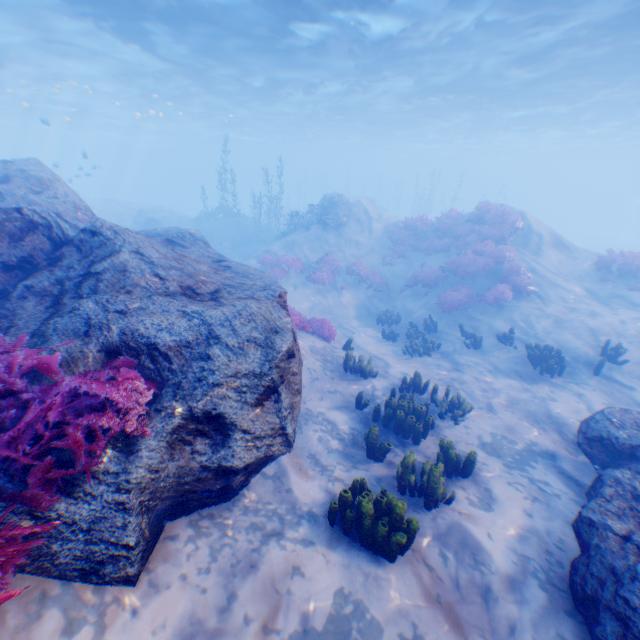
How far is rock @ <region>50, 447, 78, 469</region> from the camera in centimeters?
302cm

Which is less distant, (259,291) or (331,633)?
(331,633)

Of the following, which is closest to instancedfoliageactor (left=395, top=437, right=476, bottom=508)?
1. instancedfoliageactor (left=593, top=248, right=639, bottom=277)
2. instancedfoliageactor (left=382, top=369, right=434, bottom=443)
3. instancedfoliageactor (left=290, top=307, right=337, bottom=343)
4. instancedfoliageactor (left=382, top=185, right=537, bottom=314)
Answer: instancedfoliageactor (left=382, top=369, right=434, bottom=443)

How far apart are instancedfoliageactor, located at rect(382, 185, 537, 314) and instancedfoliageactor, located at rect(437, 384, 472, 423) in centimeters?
1127cm

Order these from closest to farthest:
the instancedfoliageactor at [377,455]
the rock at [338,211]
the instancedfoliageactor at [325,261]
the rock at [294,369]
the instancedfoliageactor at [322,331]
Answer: the rock at [294,369] < the instancedfoliageactor at [377,455] < the instancedfoliageactor at [322,331] < the instancedfoliageactor at [325,261] < the rock at [338,211]

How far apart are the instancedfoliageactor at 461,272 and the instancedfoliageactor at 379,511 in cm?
1512

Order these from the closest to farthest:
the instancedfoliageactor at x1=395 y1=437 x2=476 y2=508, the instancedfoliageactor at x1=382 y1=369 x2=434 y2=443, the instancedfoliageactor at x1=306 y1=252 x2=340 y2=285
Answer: the instancedfoliageactor at x1=395 y1=437 x2=476 y2=508 → the instancedfoliageactor at x1=382 y1=369 x2=434 y2=443 → the instancedfoliageactor at x1=306 y1=252 x2=340 y2=285

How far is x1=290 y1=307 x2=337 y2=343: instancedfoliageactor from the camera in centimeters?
1062cm
